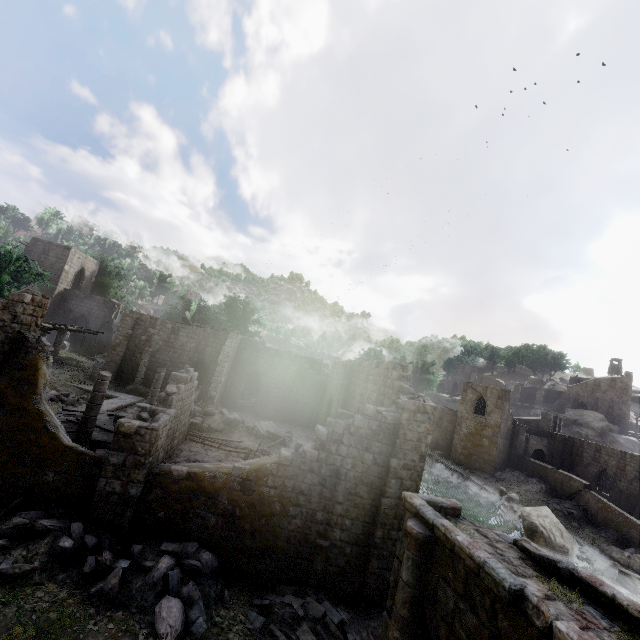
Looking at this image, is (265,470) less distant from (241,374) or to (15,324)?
(15,324)

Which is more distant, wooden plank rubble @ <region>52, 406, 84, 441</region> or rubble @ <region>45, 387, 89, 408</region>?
rubble @ <region>45, 387, 89, 408</region>

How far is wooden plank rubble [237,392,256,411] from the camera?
32.6 meters

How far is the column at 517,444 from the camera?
43.6m

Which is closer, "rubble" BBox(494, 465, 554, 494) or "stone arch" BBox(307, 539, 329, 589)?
"stone arch" BBox(307, 539, 329, 589)

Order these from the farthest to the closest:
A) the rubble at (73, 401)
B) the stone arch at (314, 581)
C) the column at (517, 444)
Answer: the column at (517, 444)
the rubble at (73, 401)
the stone arch at (314, 581)

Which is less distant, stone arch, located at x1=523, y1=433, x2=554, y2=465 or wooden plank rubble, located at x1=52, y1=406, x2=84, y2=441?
wooden plank rubble, located at x1=52, y1=406, x2=84, y2=441

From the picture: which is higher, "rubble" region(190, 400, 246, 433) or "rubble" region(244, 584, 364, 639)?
"rubble" region(190, 400, 246, 433)
